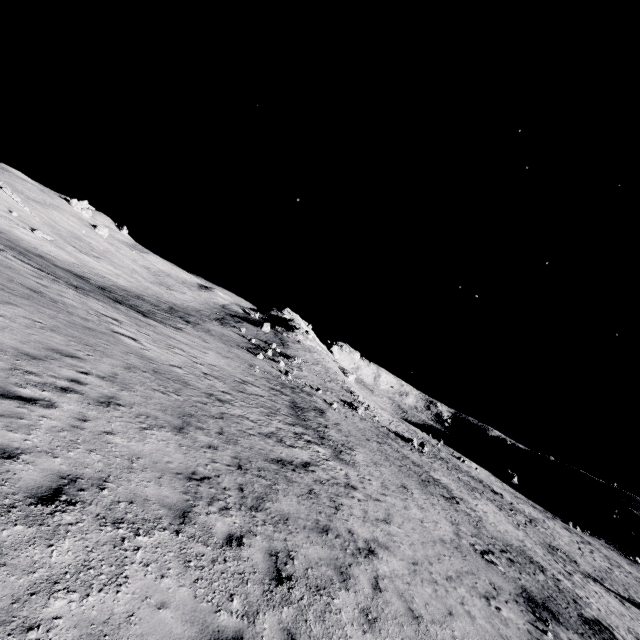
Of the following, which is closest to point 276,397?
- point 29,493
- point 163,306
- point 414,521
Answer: point 414,521
